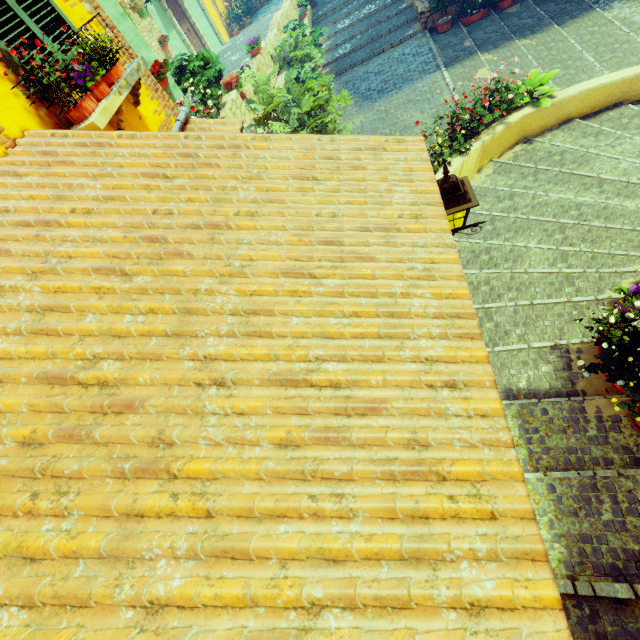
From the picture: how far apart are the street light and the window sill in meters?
3.0 m

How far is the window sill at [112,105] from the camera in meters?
3.1 m

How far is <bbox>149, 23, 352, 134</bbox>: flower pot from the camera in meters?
6.6 m

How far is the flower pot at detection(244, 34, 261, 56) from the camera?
9.7 meters

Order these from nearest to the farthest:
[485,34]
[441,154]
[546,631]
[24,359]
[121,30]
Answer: [546,631], [24,359], [121,30], [441,154], [485,34]

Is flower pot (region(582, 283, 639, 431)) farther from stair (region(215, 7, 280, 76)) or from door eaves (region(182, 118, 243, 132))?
stair (region(215, 7, 280, 76))

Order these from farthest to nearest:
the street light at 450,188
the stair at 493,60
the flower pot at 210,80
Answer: the stair at 493,60, the flower pot at 210,80, the street light at 450,188

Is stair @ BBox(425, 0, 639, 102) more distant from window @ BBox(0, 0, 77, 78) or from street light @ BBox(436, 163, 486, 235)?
window @ BBox(0, 0, 77, 78)
